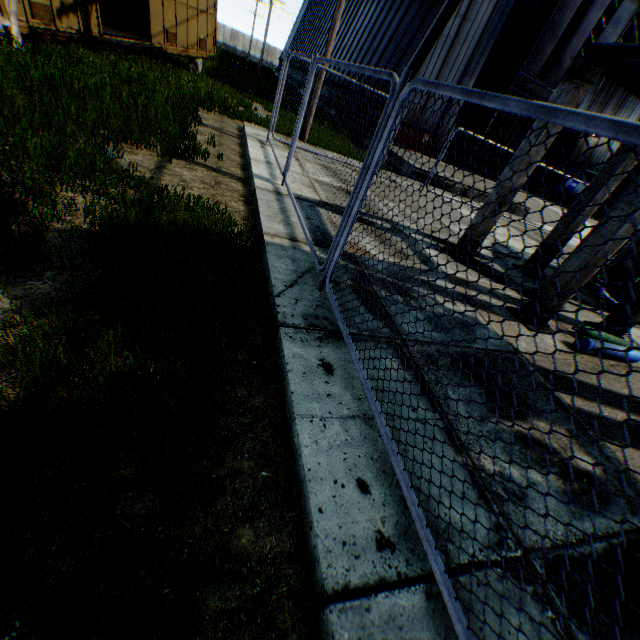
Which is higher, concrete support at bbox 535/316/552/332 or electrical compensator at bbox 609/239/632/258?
electrical compensator at bbox 609/239/632/258

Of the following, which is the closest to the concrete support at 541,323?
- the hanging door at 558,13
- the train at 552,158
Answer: the hanging door at 558,13

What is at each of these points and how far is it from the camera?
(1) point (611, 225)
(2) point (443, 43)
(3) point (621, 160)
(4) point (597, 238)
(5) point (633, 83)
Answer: (1) concrete support, 4.29m
(2) building, 15.62m
(3) concrete support, 6.10m
(4) concrete support, 4.43m
(5) concrete support, 5.36m

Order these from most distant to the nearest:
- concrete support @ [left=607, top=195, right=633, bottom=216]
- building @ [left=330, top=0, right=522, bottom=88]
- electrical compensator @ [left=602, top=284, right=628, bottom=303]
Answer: building @ [left=330, top=0, right=522, bottom=88] < electrical compensator @ [left=602, top=284, right=628, bottom=303] < concrete support @ [left=607, top=195, right=633, bottom=216]

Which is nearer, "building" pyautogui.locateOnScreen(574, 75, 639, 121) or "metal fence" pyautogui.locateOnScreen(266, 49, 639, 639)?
"metal fence" pyautogui.locateOnScreen(266, 49, 639, 639)

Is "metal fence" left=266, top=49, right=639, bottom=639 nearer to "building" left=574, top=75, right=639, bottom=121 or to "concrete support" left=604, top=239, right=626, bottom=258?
"concrete support" left=604, top=239, right=626, bottom=258

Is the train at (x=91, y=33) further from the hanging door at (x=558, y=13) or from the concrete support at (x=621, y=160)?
the hanging door at (x=558, y=13)

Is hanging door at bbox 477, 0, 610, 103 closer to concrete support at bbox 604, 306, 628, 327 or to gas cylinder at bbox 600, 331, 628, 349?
concrete support at bbox 604, 306, 628, 327
